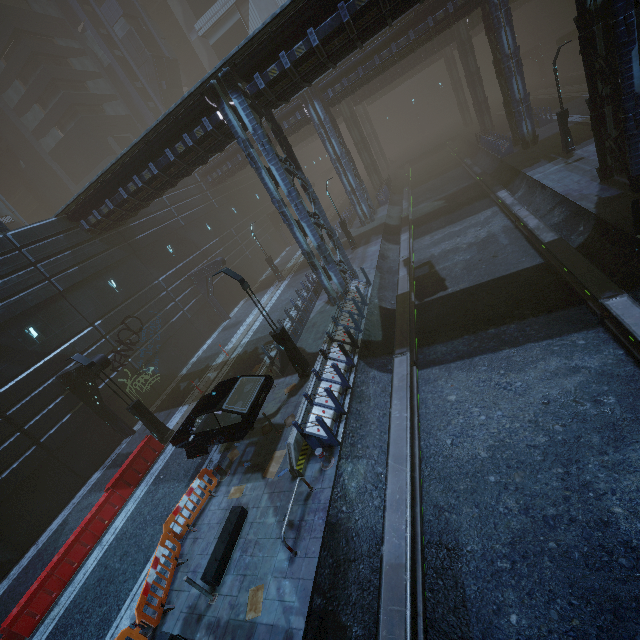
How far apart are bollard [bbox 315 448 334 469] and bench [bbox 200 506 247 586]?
2.43m

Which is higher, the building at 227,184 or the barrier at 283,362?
the building at 227,184

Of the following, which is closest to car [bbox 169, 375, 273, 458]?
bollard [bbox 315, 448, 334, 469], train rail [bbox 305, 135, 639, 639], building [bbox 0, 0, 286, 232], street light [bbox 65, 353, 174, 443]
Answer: building [bbox 0, 0, 286, 232]

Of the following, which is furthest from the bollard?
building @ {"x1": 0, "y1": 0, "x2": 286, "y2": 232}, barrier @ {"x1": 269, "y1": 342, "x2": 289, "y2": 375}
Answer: barrier @ {"x1": 269, "y1": 342, "x2": 289, "y2": 375}

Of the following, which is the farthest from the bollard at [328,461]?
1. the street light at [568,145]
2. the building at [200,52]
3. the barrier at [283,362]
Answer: the street light at [568,145]

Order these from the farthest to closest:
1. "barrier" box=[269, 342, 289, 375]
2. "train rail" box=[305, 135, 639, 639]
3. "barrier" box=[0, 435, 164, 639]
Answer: "barrier" box=[269, 342, 289, 375]
"barrier" box=[0, 435, 164, 639]
"train rail" box=[305, 135, 639, 639]

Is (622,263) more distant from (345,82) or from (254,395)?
(345,82)

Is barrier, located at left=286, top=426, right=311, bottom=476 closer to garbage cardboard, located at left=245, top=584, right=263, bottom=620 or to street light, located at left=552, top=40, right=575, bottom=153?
garbage cardboard, located at left=245, top=584, right=263, bottom=620
